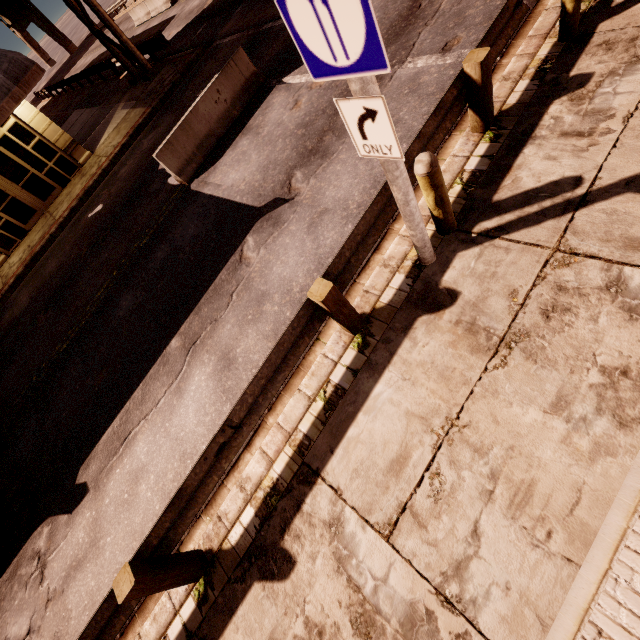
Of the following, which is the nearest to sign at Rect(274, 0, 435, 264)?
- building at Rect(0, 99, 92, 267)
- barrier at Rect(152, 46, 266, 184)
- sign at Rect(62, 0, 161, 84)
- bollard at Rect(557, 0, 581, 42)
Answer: bollard at Rect(557, 0, 581, 42)

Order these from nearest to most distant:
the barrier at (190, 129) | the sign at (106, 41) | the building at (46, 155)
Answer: the barrier at (190, 129)
the building at (46, 155)
the sign at (106, 41)

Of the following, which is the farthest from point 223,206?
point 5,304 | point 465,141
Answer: point 5,304

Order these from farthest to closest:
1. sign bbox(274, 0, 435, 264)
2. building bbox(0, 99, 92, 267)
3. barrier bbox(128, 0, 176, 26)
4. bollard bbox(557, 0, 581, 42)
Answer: barrier bbox(128, 0, 176, 26) < building bbox(0, 99, 92, 267) < bollard bbox(557, 0, 581, 42) < sign bbox(274, 0, 435, 264)

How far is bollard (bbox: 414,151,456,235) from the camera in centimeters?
330cm

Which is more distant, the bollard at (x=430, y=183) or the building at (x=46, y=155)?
the building at (x=46, y=155)

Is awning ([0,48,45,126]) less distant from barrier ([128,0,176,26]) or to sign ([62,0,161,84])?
sign ([62,0,161,84])

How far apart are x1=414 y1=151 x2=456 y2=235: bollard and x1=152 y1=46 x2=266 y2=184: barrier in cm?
759
